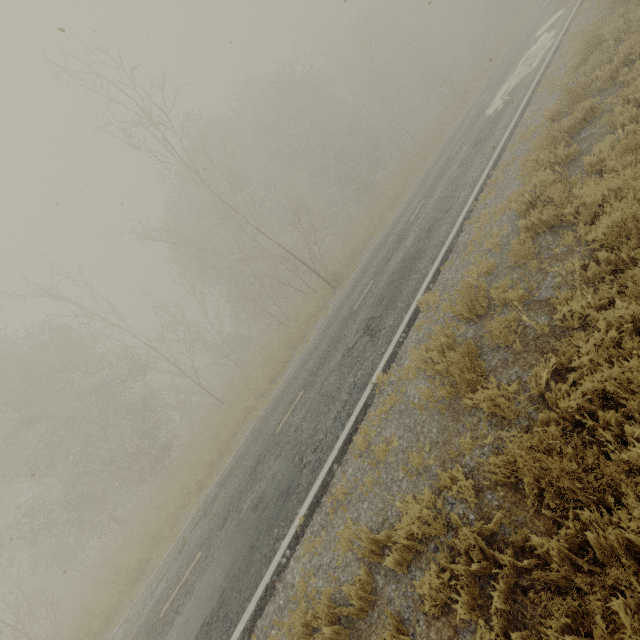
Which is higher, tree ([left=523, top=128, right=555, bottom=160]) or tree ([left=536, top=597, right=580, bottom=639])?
tree ([left=523, top=128, right=555, bottom=160])

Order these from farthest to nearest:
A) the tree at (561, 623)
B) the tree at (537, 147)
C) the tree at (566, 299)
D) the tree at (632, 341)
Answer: the tree at (537, 147) < the tree at (566, 299) < the tree at (632, 341) < the tree at (561, 623)

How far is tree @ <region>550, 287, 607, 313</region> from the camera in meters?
4.0 m

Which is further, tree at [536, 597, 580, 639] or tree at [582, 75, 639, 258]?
tree at [582, 75, 639, 258]

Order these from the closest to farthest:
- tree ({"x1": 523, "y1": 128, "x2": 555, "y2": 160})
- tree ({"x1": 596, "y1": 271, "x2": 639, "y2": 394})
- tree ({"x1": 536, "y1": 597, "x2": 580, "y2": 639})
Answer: tree ({"x1": 536, "y1": 597, "x2": 580, "y2": 639}) → tree ({"x1": 596, "y1": 271, "x2": 639, "y2": 394}) → tree ({"x1": 523, "y1": 128, "x2": 555, "y2": 160})

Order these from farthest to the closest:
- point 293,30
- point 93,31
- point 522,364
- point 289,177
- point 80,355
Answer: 1. point 289,177
2. point 80,355
3. point 293,30
4. point 93,31
5. point 522,364

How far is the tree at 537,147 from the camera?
7.5m
